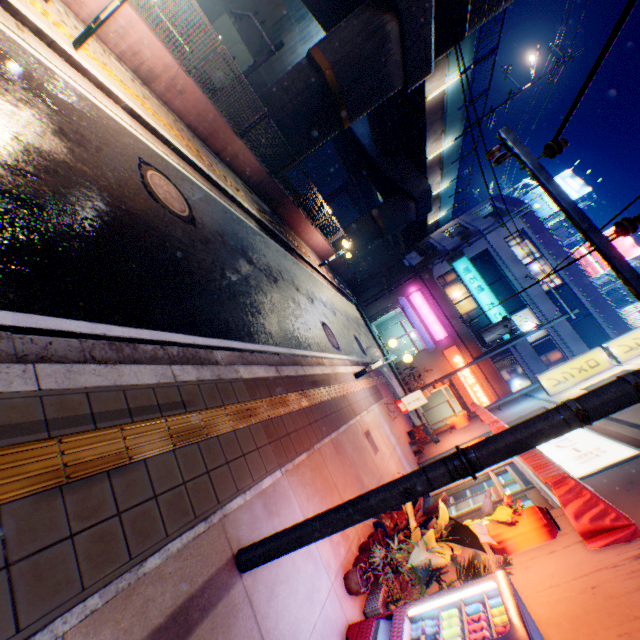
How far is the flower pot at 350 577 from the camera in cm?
438

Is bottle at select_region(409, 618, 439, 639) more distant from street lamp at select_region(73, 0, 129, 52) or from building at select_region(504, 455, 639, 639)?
street lamp at select_region(73, 0, 129, 52)

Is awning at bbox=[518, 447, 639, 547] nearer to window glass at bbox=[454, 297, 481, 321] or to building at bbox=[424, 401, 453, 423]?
building at bbox=[424, 401, 453, 423]

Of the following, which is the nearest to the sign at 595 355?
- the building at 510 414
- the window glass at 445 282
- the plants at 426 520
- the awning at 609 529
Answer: the building at 510 414

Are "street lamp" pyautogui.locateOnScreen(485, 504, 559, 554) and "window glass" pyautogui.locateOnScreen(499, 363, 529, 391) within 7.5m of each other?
no

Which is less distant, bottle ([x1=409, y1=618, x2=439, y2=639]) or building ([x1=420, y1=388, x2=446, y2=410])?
bottle ([x1=409, y1=618, x2=439, y2=639])

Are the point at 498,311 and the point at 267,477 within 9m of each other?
no

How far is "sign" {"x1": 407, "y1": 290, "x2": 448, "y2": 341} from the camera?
26.7 meters
